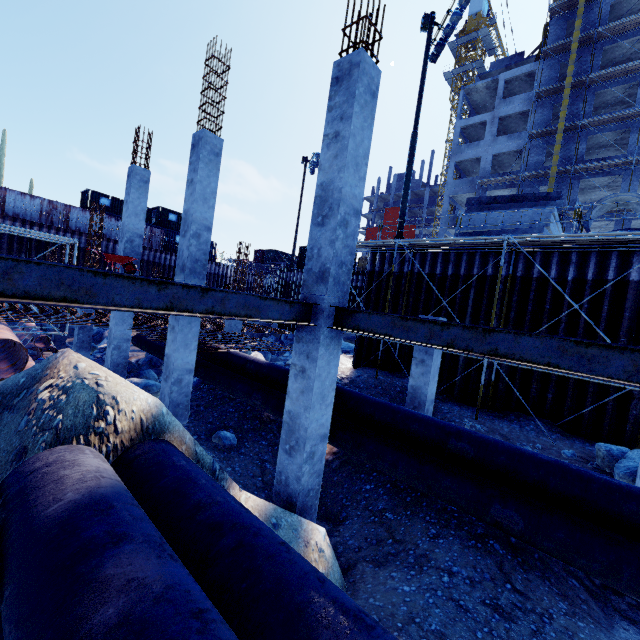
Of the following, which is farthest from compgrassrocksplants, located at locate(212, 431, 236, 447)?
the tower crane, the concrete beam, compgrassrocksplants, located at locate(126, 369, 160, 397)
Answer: the tower crane

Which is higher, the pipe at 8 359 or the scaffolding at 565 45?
the scaffolding at 565 45

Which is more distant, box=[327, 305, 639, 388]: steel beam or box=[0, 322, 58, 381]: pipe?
box=[0, 322, 58, 381]: pipe

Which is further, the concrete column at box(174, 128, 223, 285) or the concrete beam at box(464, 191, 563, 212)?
the concrete beam at box(464, 191, 563, 212)

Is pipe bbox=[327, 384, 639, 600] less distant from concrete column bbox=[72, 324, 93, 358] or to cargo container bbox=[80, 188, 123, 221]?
concrete column bbox=[72, 324, 93, 358]

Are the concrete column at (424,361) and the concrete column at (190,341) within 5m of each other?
no

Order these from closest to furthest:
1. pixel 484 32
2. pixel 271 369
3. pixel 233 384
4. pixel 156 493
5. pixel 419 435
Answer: pixel 156 493 < pixel 419 435 < pixel 271 369 < pixel 233 384 < pixel 484 32

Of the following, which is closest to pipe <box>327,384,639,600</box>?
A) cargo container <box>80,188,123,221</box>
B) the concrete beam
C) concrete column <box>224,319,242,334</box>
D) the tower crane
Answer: concrete column <box>224,319,242,334</box>
